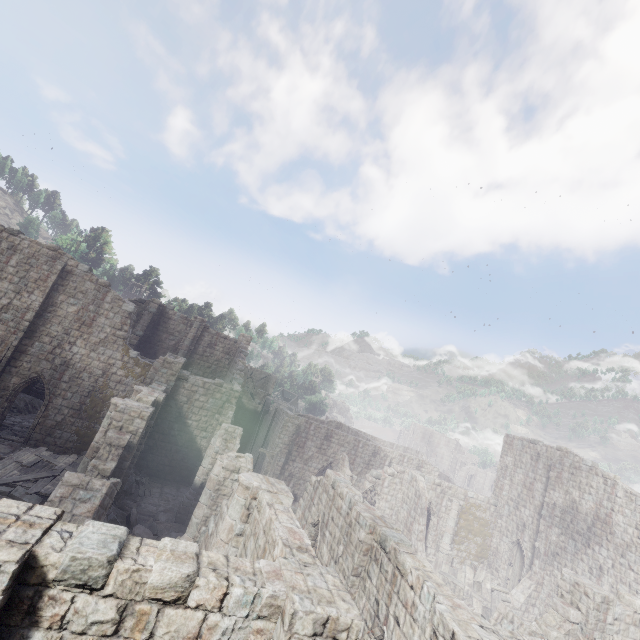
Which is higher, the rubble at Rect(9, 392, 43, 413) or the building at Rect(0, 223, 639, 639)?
the building at Rect(0, 223, 639, 639)

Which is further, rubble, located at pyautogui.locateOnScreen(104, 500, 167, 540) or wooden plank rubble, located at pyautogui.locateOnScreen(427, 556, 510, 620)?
wooden plank rubble, located at pyautogui.locateOnScreen(427, 556, 510, 620)

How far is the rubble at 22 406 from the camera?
24.4m

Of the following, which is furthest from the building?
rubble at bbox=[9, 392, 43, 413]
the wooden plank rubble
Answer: rubble at bbox=[9, 392, 43, 413]

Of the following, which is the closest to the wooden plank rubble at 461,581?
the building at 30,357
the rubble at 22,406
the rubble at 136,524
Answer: the building at 30,357

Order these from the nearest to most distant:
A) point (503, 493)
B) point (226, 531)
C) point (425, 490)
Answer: point (226, 531) < point (425, 490) < point (503, 493)

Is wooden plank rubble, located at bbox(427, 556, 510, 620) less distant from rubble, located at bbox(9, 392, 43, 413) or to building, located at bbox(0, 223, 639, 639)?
building, located at bbox(0, 223, 639, 639)
